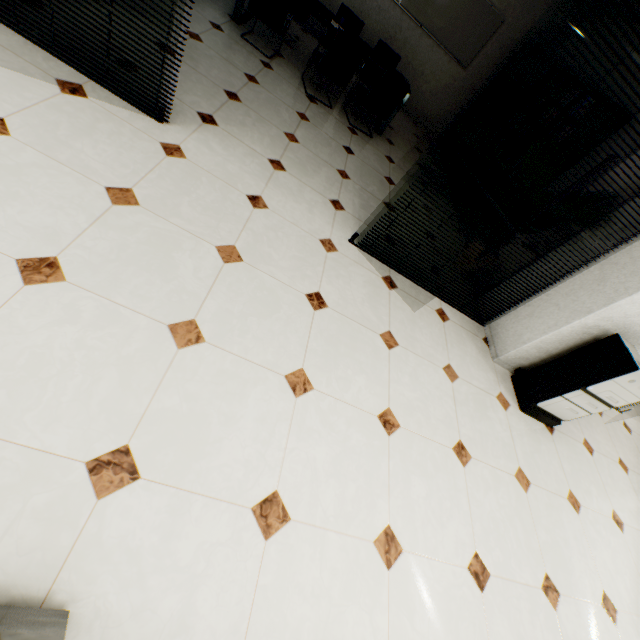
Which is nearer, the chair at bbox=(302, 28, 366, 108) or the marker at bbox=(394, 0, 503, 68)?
the chair at bbox=(302, 28, 366, 108)

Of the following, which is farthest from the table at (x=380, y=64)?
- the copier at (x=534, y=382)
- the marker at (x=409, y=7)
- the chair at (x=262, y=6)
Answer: the copier at (x=534, y=382)

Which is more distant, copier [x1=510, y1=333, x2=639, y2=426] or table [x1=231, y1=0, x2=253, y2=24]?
table [x1=231, y1=0, x2=253, y2=24]

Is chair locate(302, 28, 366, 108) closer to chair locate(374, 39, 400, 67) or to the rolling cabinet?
chair locate(374, 39, 400, 67)

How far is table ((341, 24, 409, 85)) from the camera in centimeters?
486cm

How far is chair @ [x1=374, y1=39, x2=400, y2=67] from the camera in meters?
5.5

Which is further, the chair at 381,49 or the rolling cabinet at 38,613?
the chair at 381,49

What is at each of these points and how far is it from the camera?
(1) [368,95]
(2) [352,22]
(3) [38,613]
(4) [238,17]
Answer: (1) chair, 4.7m
(2) chair, 5.4m
(3) rolling cabinet, 0.9m
(4) table, 4.7m
